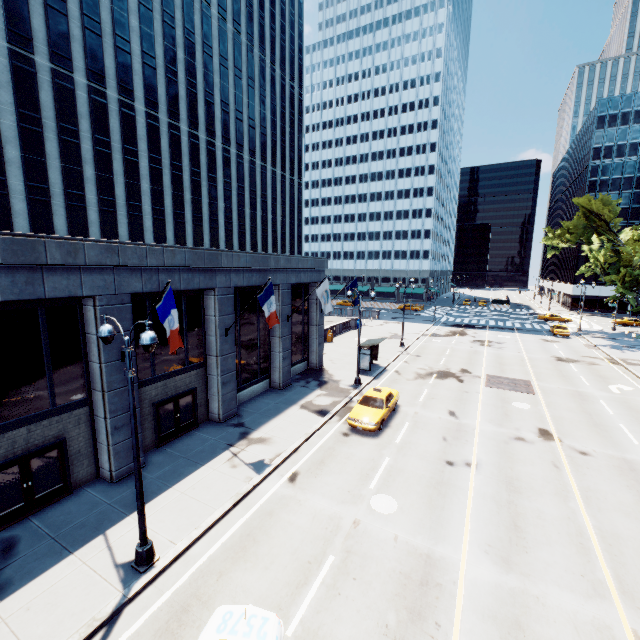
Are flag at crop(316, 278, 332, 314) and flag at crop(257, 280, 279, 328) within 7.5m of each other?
yes

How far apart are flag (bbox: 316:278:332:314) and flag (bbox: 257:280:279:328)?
6.0m

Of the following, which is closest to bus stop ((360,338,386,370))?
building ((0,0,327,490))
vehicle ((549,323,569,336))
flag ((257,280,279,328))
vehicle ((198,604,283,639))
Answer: building ((0,0,327,490))

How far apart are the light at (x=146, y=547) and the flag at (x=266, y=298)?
7.9 meters

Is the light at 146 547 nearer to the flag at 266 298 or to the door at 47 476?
the door at 47 476

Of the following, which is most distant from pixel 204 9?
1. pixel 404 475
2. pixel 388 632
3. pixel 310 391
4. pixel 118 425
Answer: pixel 388 632

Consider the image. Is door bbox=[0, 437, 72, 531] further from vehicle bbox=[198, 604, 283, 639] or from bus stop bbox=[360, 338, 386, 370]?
bus stop bbox=[360, 338, 386, 370]

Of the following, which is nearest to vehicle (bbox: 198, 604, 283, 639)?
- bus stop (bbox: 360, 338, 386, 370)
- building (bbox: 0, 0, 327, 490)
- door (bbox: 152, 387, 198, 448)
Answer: building (bbox: 0, 0, 327, 490)
